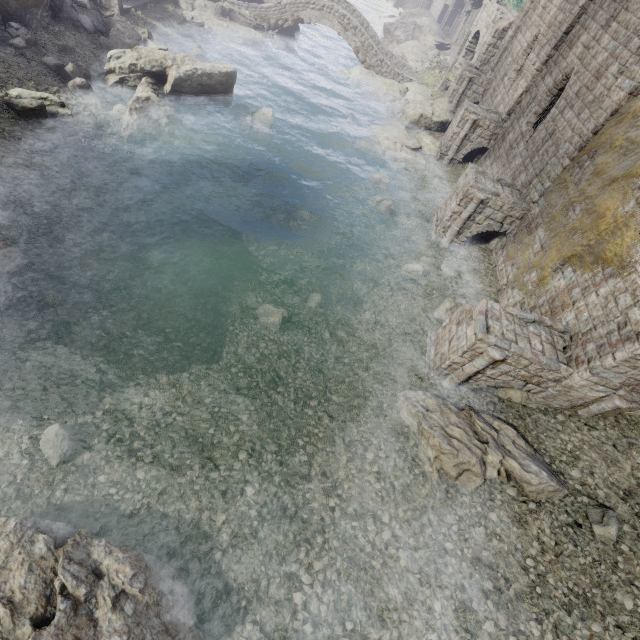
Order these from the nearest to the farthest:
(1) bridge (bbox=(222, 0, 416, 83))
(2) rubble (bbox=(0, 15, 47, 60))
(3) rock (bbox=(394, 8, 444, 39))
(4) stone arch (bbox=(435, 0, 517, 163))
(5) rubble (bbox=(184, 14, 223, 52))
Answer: (2) rubble (bbox=(0, 15, 47, 60)) → (4) stone arch (bbox=(435, 0, 517, 163)) → (5) rubble (bbox=(184, 14, 223, 52)) → (1) bridge (bbox=(222, 0, 416, 83)) → (3) rock (bbox=(394, 8, 444, 39))

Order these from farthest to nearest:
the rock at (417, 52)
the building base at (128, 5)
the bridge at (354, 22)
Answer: the rock at (417, 52)
the bridge at (354, 22)
the building base at (128, 5)

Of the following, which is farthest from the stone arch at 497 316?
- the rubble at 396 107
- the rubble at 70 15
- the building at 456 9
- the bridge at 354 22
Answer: the bridge at 354 22

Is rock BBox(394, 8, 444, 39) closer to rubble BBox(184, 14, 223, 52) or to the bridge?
the bridge

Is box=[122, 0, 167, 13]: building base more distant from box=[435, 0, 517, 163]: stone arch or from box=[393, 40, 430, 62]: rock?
box=[393, 40, 430, 62]: rock

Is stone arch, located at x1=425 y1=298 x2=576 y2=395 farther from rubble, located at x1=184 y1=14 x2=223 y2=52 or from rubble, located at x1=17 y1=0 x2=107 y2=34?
rubble, located at x1=184 y1=14 x2=223 y2=52

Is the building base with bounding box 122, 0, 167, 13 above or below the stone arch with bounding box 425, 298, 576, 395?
below

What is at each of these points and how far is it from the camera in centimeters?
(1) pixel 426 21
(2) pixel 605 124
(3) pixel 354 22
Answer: (1) rock, 5016cm
(2) building, 1266cm
(3) bridge, 3038cm
